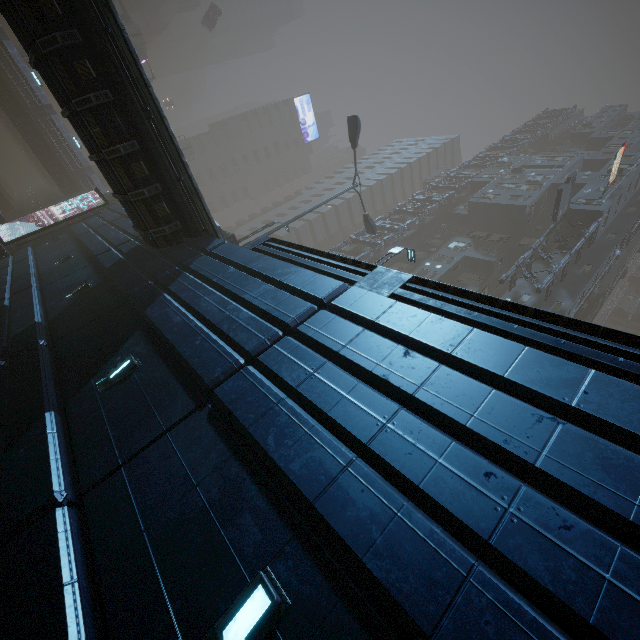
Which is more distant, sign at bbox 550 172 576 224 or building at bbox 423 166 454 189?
building at bbox 423 166 454 189

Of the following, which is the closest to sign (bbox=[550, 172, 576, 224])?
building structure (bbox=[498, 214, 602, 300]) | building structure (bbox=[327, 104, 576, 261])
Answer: building structure (bbox=[498, 214, 602, 300])

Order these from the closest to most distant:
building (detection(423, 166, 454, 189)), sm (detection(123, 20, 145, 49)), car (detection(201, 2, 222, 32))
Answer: sm (detection(123, 20, 145, 49))
car (detection(201, 2, 222, 32))
building (detection(423, 166, 454, 189))

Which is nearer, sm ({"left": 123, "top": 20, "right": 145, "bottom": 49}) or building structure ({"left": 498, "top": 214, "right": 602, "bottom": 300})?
building structure ({"left": 498, "top": 214, "right": 602, "bottom": 300})

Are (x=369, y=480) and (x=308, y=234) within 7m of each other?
no

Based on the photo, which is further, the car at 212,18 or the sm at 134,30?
the car at 212,18

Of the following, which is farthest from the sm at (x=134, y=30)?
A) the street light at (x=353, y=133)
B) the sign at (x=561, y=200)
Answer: the sign at (x=561, y=200)

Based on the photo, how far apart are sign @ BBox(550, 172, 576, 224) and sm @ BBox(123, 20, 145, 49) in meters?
54.1 m
